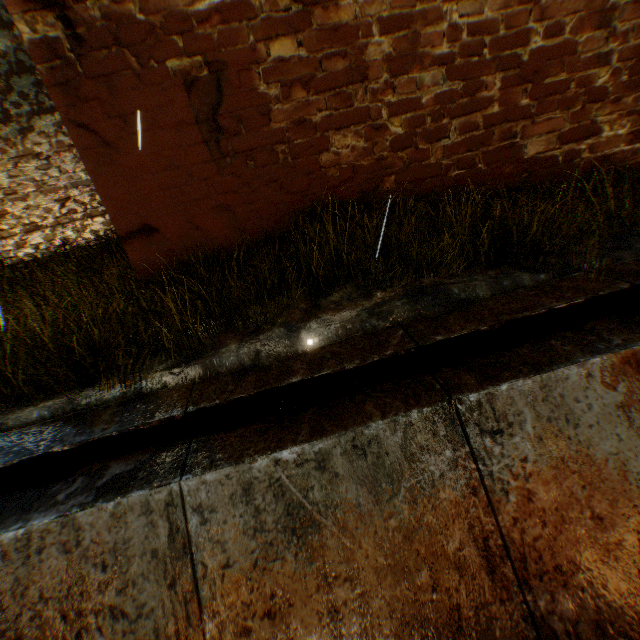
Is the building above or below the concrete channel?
above

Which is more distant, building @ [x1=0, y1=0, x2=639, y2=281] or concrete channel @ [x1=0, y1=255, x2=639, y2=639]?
building @ [x1=0, y1=0, x2=639, y2=281]

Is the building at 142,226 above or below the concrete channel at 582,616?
above

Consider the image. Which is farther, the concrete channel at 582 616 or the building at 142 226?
the building at 142 226

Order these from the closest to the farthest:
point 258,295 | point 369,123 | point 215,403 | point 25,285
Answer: point 215,403, point 258,295, point 369,123, point 25,285
